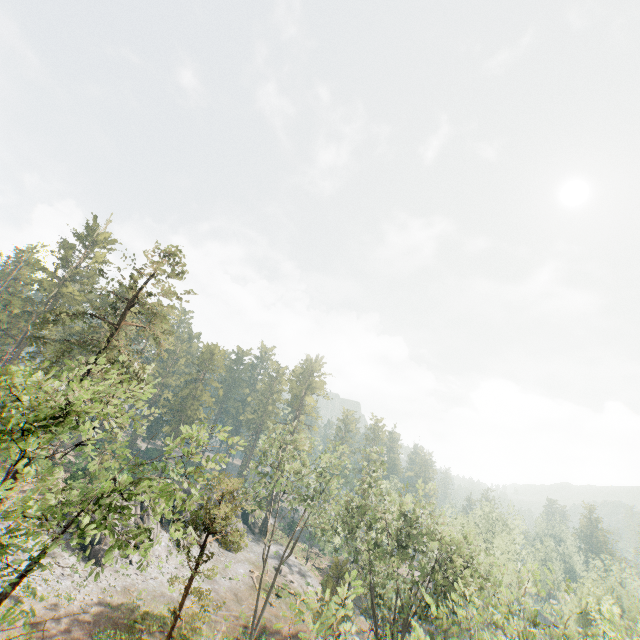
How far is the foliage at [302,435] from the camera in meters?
35.1 m

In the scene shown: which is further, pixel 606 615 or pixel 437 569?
pixel 606 615

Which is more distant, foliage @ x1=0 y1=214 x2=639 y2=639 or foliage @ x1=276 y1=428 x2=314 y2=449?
foliage @ x1=276 y1=428 x2=314 y2=449

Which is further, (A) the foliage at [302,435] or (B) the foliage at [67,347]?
(A) the foliage at [302,435]

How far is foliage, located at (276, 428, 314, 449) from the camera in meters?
35.1
